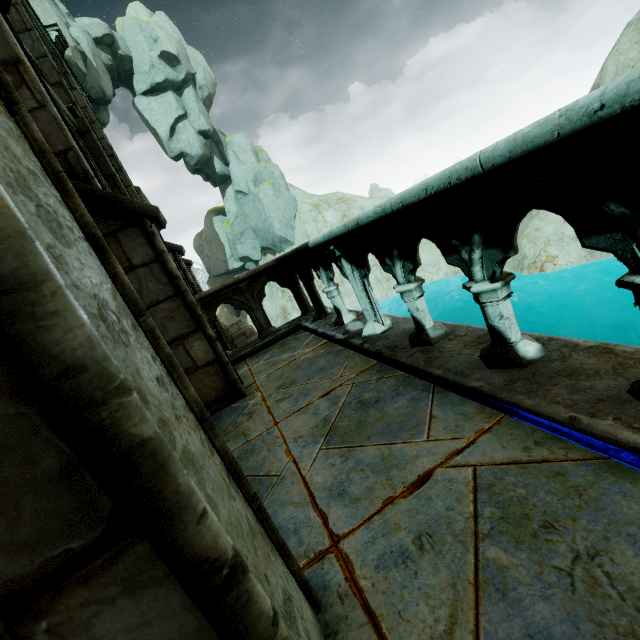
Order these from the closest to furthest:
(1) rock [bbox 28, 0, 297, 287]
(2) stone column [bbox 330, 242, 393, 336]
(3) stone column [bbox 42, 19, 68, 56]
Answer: (2) stone column [bbox 330, 242, 393, 336] → (3) stone column [bbox 42, 19, 68, 56] → (1) rock [bbox 28, 0, 297, 287]

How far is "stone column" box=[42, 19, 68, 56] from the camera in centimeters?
803cm

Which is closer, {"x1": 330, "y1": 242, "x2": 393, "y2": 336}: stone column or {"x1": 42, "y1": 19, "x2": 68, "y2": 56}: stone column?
{"x1": 330, "y1": 242, "x2": 393, "y2": 336}: stone column

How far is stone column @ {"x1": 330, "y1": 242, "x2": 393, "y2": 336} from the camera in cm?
359

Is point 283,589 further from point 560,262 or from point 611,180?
point 560,262

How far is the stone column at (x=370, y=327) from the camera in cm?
359

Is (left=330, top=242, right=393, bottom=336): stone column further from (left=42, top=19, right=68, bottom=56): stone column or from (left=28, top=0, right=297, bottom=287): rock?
(left=28, top=0, right=297, bottom=287): rock

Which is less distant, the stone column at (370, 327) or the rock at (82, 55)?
the stone column at (370, 327)
